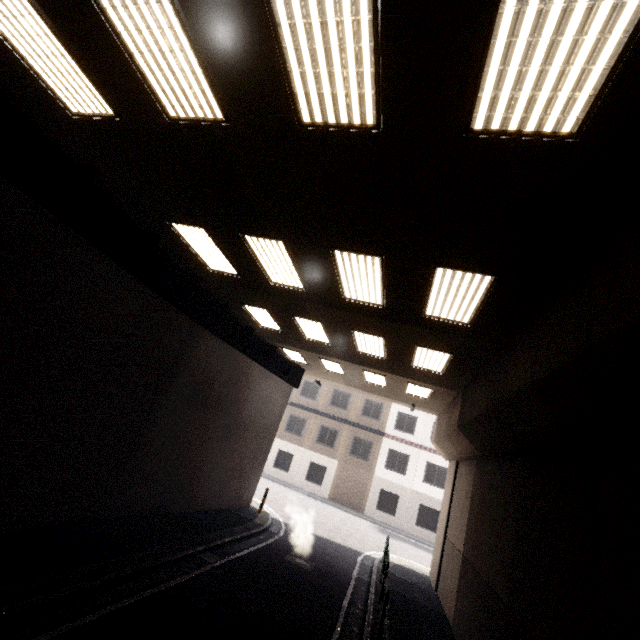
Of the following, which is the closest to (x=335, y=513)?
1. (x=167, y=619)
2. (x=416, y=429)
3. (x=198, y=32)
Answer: (x=416, y=429)

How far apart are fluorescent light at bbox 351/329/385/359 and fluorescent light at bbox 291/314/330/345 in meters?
1.0 m

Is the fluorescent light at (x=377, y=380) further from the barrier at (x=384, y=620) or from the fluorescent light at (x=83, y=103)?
the fluorescent light at (x=83, y=103)

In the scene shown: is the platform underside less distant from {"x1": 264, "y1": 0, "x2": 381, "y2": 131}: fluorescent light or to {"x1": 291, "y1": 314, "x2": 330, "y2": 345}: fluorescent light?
{"x1": 291, "y1": 314, "x2": 330, "y2": 345}: fluorescent light

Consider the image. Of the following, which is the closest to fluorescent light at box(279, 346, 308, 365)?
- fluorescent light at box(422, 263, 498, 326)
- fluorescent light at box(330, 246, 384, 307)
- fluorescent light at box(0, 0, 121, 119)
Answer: fluorescent light at box(330, 246, 384, 307)

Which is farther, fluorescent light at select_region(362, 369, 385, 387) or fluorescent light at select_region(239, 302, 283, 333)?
fluorescent light at select_region(362, 369, 385, 387)

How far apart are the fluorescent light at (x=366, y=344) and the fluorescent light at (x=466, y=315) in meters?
2.2 m

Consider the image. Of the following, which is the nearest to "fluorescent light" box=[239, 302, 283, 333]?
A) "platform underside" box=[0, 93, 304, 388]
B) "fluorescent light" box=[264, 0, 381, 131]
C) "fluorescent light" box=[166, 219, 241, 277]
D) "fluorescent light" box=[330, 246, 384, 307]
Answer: "platform underside" box=[0, 93, 304, 388]
